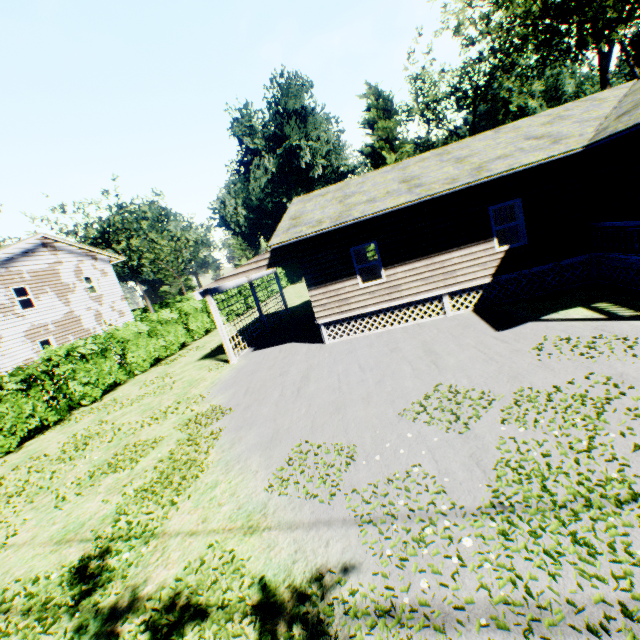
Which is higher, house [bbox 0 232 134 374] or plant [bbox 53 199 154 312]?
plant [bbox 53 199 154 312]

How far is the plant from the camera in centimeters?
4384cm

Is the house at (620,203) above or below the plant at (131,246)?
below

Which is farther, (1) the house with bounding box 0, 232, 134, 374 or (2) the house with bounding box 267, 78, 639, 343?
(1) the house with bounding box 0, 232, 134, 374

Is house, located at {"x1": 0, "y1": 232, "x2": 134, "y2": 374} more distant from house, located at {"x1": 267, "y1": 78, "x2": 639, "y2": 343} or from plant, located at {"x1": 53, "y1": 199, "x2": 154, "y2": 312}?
house, located at {"x1": 267, "y1": 78, "x2": 639, "y2": 343}

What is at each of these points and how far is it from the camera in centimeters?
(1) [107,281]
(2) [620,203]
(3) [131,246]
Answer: (1) house, 2630cm
(2) house, 1048cm
(3) plant, 5422cm

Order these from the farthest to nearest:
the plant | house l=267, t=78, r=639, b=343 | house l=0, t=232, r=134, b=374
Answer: the plant, house l=0, t=232, r=134, b=374, house l=267, t=78, r=639, b=343

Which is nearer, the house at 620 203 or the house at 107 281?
the house at 620 203
